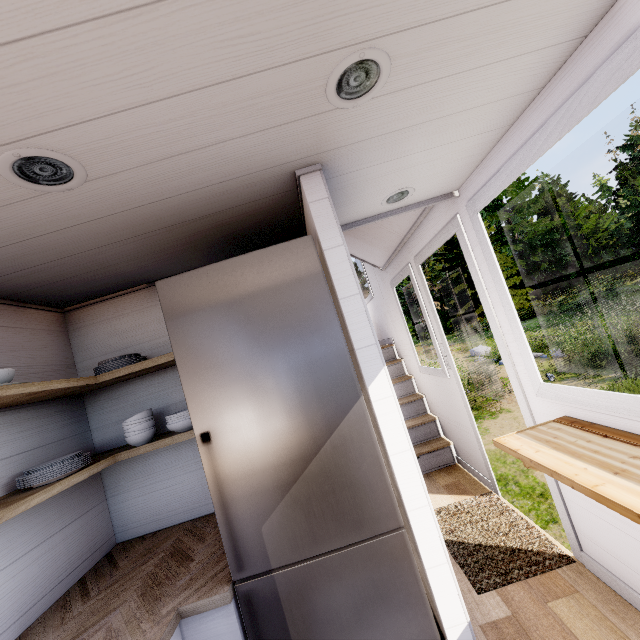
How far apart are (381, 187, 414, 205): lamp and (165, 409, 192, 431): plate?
1.7 meters

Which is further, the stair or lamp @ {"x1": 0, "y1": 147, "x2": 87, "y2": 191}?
the stair

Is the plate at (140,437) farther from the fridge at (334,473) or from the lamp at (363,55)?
the lamp at (363,55)

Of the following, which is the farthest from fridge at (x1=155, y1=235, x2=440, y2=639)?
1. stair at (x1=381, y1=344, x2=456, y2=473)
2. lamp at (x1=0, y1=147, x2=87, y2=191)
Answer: stair at (x1=381, y1=344, x2=456, y2=473)

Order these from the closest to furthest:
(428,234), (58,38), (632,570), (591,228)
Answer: (58,38)
(632,570)
(428,234)
(591,228)

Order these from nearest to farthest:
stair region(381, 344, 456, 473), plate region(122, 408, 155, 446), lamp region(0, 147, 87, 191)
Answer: lamp region(0, 147, 87, 191) → plate region(122, 408, 155, 446) → stair region(381, 344, 456, 473)

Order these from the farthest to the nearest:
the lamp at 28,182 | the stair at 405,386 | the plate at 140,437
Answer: the stair at 405,386
the plate at 140,437
the lamp at 28,182

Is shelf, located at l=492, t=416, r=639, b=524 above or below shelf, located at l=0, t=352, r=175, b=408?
below
